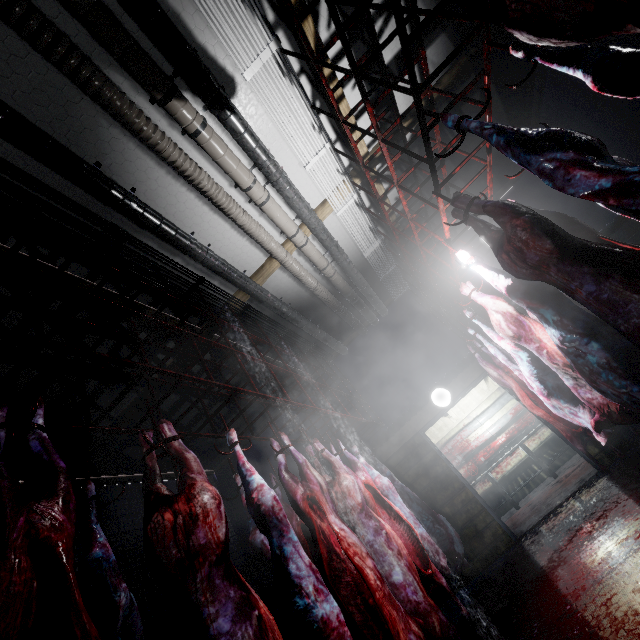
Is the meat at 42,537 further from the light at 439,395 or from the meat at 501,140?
the light at 439,395

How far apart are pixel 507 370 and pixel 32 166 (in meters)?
5.53

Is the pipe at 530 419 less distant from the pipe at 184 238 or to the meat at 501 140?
the pipe at 184 238

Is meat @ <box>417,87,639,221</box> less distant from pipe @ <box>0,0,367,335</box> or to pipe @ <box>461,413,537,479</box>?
pipe @ <box>0,0,367,335</box>

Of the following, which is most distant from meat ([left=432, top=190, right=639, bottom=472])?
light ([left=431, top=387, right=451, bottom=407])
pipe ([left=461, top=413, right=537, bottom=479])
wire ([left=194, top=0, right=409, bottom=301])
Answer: pipe ([left=461, top=413, right=537, bottom=479])

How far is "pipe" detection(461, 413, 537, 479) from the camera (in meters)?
7.54

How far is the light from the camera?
5.3m

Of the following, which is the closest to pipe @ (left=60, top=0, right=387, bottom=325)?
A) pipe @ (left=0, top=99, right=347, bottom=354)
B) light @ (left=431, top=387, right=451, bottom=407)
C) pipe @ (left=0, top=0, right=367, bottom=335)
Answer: pipe @ (left=0, top=0, right=367, bottom=335)
